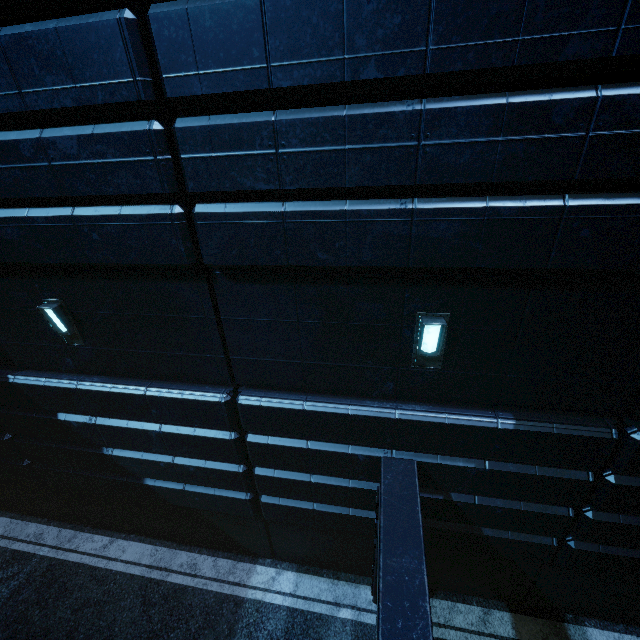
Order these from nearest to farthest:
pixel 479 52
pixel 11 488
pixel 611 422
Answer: pixel 479 52
pixel 611 422
pixel 11 488
